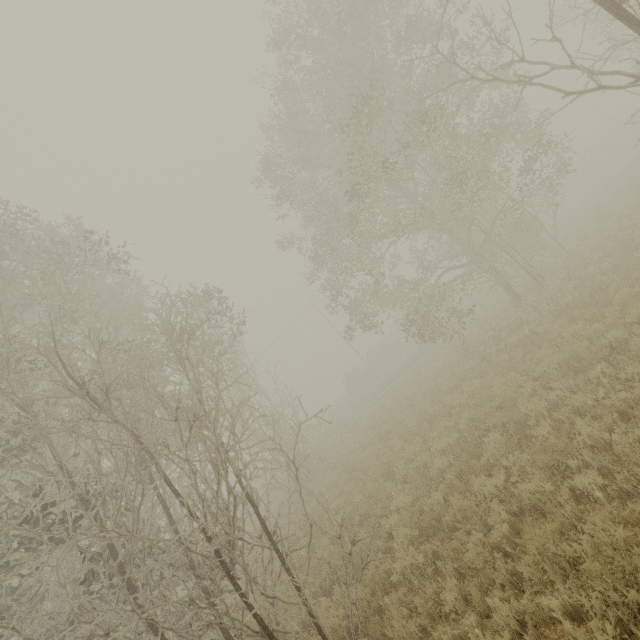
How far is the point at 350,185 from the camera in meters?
16.9 m

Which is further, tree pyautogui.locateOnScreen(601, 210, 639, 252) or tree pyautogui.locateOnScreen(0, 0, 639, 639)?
tree pyautogui.locateOnScreen(601, 210, 639, 252)

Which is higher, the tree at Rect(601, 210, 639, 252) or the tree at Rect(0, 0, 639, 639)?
the tree at Rect(0, 0, 639, 639)

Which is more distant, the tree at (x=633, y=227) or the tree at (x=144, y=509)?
the tree at (x=633, y=227)

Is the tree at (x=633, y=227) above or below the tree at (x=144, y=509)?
below
